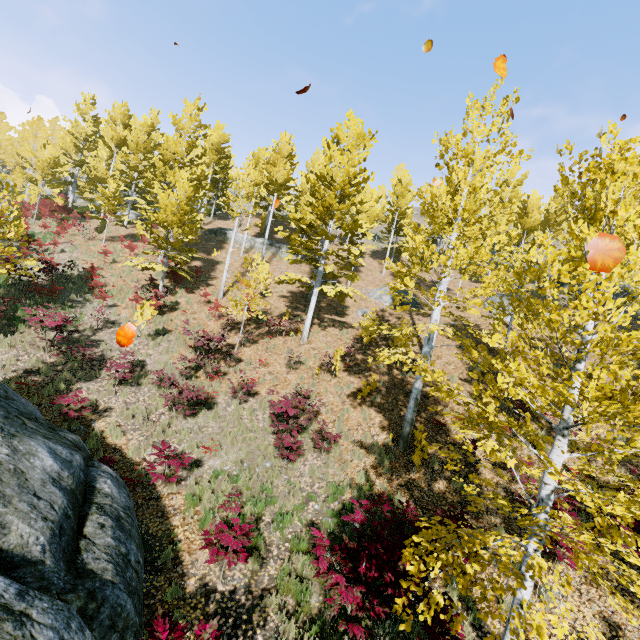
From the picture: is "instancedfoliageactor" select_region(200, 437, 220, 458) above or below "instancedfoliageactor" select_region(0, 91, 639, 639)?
below

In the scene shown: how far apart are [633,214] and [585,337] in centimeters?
181cm

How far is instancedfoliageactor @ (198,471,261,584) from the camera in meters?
5.8

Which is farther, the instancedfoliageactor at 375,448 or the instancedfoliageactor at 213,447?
the instancedfoliageactor at 375,448

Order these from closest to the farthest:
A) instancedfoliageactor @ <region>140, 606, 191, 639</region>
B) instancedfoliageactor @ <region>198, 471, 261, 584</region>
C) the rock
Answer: the rock
instancedfoliageactor @ <region>140, 606, 191, 639</region>
instancedfoliageactor @ <region>198, 471, 261, 584</region>

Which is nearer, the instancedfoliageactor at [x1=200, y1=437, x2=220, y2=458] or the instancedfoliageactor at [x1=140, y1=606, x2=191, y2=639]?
the instancedfoliageactor at [x1=140, y1=606, x2=191, y2=639]

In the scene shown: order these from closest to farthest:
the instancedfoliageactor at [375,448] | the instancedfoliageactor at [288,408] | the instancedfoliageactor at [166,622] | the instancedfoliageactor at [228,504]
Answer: the instancedfoliageactor at [166,622], the instancedfoliageactor at [228,504], the instancedfoliageactor at [288,408], the instancedfoliageactor at [375,448]
